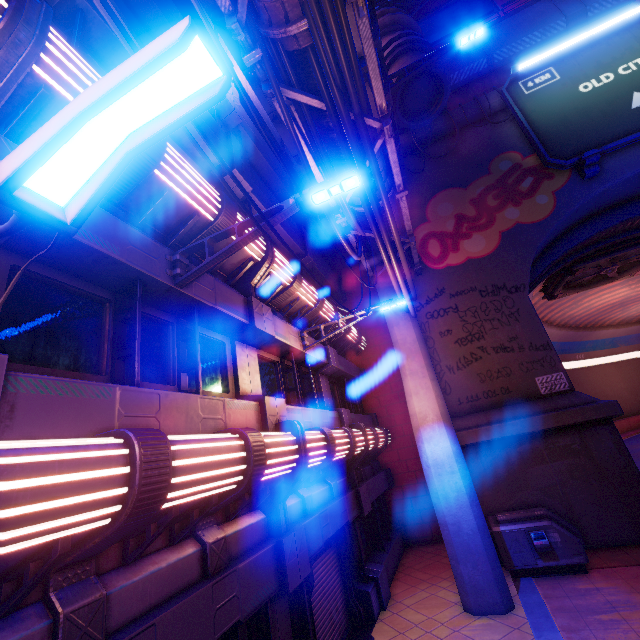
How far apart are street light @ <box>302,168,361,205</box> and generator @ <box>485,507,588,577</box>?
10.27m

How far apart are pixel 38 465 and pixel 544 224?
16.61m

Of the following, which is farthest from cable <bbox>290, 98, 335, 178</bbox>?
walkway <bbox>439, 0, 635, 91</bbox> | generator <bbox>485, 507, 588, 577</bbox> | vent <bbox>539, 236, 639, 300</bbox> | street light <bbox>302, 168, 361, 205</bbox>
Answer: walkway <bbox>439, 0, 635, 91</bbox>

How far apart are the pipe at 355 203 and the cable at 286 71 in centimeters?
1cm

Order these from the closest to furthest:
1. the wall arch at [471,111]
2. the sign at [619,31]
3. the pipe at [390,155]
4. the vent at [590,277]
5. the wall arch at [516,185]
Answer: the pipe at [390,155] < the wall arch at [516,185] < the sign at [619,31] < the wall arch at [471,111] < the vent at [590,277]

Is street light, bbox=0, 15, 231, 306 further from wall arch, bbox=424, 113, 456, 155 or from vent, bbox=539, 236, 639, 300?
vent, bbox=539, 236, 639, 300

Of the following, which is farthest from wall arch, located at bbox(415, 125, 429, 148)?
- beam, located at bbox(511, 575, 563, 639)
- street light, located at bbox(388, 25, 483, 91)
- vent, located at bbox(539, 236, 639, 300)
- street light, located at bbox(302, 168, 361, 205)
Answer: street light, located at bbox(302, 168, 361, 205)

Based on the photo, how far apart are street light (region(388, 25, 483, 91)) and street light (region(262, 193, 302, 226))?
8.95m
